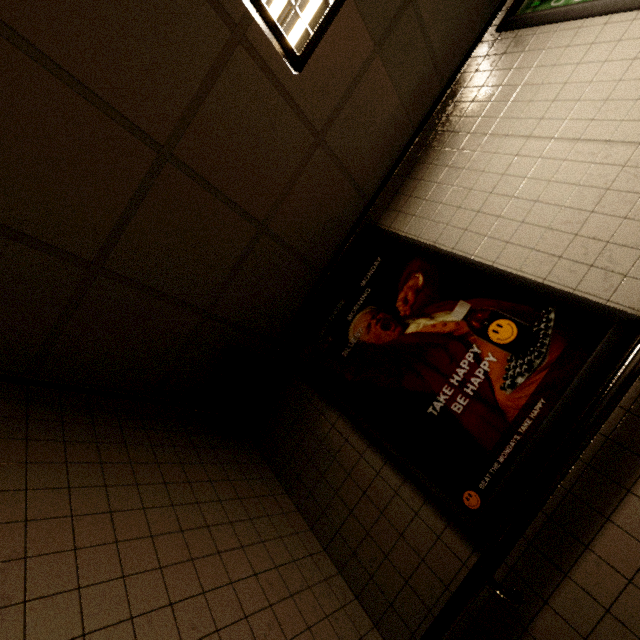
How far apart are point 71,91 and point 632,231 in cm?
271

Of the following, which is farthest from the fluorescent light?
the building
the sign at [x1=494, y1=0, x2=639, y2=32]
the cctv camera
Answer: the cctv camera

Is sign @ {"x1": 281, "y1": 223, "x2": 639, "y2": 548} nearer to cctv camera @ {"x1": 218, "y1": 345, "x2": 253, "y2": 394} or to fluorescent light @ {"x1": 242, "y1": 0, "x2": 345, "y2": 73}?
cctv camera @ {"x1": 218, "y1": 345, "x2": 253, "y2": 394}

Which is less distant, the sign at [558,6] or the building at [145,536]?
the building at [145,536]

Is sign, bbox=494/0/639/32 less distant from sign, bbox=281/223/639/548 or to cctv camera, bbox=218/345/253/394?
sign, bbox=281/223/639/548

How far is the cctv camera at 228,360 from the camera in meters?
2.2

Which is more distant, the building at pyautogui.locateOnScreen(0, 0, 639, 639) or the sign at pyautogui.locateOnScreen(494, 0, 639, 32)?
the sign at pyautogui.locateOnScreen(494, 0, 639, 32)
